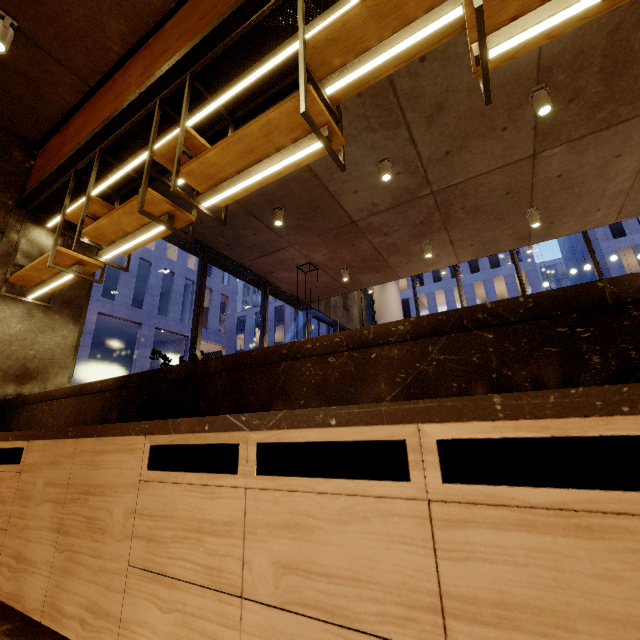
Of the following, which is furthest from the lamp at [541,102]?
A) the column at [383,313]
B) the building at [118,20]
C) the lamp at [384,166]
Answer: Result: the column at [383,313]

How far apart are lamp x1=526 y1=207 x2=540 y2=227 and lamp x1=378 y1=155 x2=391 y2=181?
3.2m

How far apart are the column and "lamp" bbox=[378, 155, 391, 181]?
8.9 meters

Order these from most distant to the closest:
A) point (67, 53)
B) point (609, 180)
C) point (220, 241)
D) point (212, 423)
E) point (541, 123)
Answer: point (220, 241) < point (609, 180) < point (541, 123) < point (67, 53) < point (212, 423)

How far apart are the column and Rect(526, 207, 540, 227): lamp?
7.47m

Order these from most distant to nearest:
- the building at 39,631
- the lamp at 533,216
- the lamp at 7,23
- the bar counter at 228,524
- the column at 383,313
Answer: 1. the column at 383,313
2. the lamp at 533,216
3. the lamp at 7,23
4. the building at 39,631
5. the bar counter at 228,524

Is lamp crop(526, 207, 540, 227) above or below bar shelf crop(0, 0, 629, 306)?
above

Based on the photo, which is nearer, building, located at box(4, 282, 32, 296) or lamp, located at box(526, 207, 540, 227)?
building, located at box(4, 282, 32, 296)
